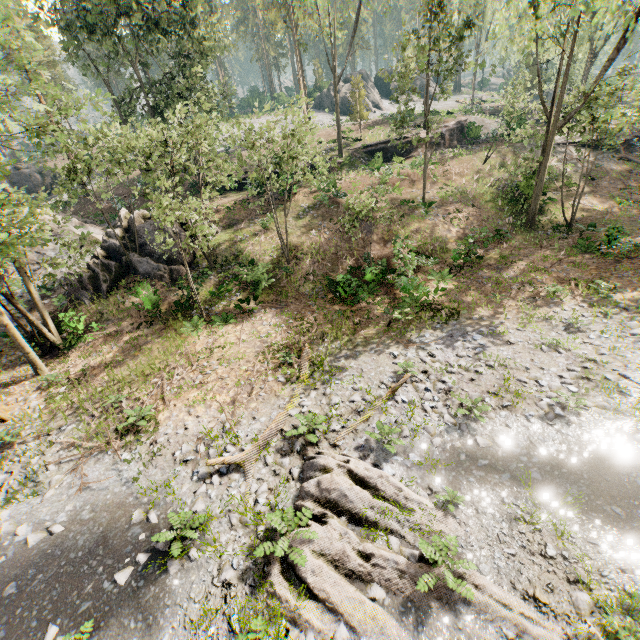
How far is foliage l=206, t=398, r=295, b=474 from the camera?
10.1m

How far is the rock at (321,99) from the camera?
52.8m

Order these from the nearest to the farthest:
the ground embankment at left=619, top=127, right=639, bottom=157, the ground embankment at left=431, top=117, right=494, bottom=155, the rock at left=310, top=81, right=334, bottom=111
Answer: the ground embankment at left=619, top=127, right=639, bottom=157 → the ground embankment at left=431, top=117, right=494, bottom=155 → the rock at left=310, top=81, right=334, bottom=111

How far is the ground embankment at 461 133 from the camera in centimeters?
3325cm

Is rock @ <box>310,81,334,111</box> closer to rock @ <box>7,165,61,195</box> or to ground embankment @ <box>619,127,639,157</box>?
ground embankment @ <box>619,127,639,157</box>

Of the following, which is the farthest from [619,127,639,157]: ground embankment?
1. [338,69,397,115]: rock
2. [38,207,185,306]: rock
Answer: [338,69,397,115]: rock

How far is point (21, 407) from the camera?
14.6m

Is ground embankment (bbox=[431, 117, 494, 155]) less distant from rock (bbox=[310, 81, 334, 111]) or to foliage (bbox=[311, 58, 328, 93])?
foliage (bbox=[311, 58, 328, 93])
